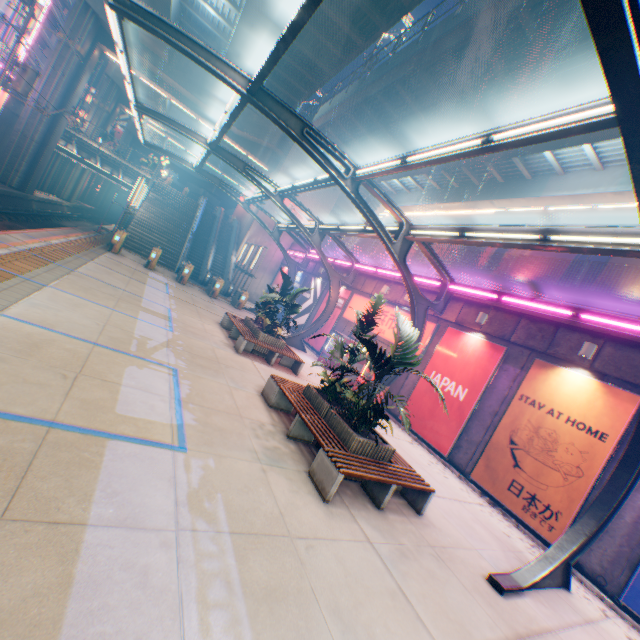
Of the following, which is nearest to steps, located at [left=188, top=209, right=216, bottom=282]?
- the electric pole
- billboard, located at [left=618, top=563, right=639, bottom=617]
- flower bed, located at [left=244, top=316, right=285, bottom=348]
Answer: the electric pole

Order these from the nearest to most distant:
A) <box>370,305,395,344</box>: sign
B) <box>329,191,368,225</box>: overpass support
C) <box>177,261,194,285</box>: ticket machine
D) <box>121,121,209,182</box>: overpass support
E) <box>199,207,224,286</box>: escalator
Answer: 1. <box>370,305,395,344</box>: sign
2. <box>177,261,194,285</box>: ticket machine
3. <box>199,207,224,286</box>: escalator
4. <box>329,191,368,225</box>: overpass support
5. <box>121,121,209,182</box>: overpass support

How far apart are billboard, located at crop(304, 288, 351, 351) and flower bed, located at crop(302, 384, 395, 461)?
12.23m

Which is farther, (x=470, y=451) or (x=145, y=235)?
(x=145, y=235)

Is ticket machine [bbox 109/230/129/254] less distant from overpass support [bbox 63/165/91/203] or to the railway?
the railway

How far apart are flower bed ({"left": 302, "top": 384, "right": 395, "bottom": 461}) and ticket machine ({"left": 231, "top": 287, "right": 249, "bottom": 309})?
15.91m

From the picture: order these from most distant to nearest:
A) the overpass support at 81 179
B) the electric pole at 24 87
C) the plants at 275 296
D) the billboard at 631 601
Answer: the overpass support at 81 179, the electric pole at 24 87, the plants at 275 296, the billboard at 631 601

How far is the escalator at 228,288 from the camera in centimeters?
2573cm
